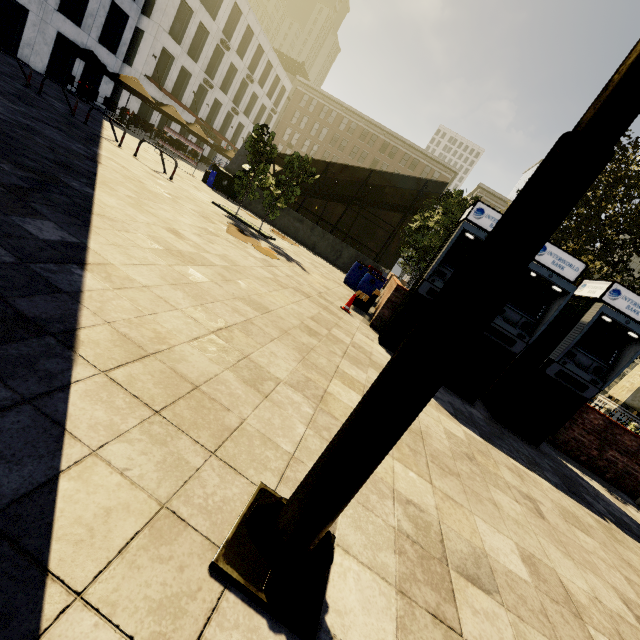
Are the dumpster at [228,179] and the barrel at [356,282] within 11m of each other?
yes

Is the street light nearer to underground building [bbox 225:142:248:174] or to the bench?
the bench

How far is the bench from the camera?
8.9m

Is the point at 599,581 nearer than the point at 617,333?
Yes

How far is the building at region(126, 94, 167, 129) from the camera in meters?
28.3

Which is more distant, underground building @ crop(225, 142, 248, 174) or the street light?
underground building @ crop(225, 142, 248, 174)

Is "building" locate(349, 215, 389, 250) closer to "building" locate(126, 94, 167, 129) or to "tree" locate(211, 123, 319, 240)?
"building" locate(126, 94, 167, 129)

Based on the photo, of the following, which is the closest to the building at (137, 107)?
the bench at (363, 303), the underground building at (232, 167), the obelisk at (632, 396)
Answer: the underground building at (232, 167)
